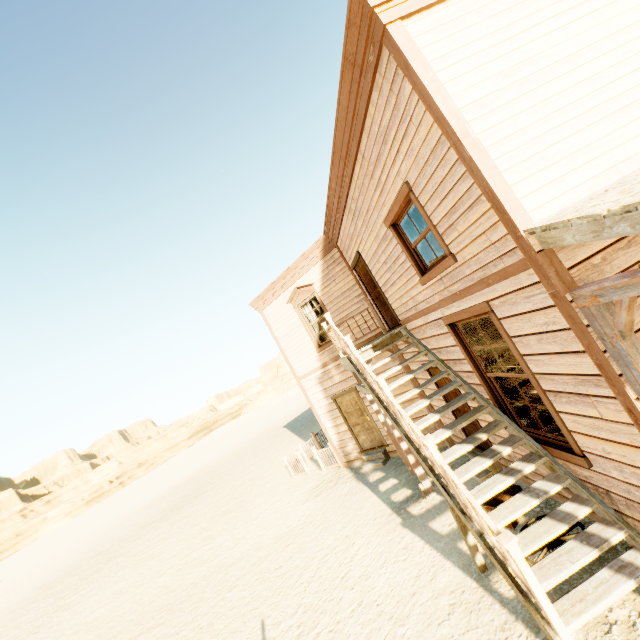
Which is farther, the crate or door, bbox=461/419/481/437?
door, bbox=461/419/481/437

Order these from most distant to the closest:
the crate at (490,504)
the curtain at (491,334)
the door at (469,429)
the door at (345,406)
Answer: the door at (345,406)
the door at (469,429)
the crate at (490,504)
the curtain at (491,334)

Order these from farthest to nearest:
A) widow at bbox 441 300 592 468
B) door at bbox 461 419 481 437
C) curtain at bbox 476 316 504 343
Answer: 1. door at bbox 461 419 481 437
2. curtain at bbox 476 316 504 343
3. widow at bbox 441 300 592 468

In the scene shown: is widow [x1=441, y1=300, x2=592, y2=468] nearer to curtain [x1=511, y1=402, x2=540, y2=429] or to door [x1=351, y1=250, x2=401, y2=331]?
curtain [x1=511, y1=402, x2=540, y2=429]

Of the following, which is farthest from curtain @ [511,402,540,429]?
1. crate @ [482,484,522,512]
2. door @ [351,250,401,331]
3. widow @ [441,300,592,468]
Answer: door @ [351,250,401,331]

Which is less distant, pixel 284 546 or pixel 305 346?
pixel 284 546

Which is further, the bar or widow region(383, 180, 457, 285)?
the bar

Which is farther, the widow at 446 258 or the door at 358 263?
the door at 358 263
